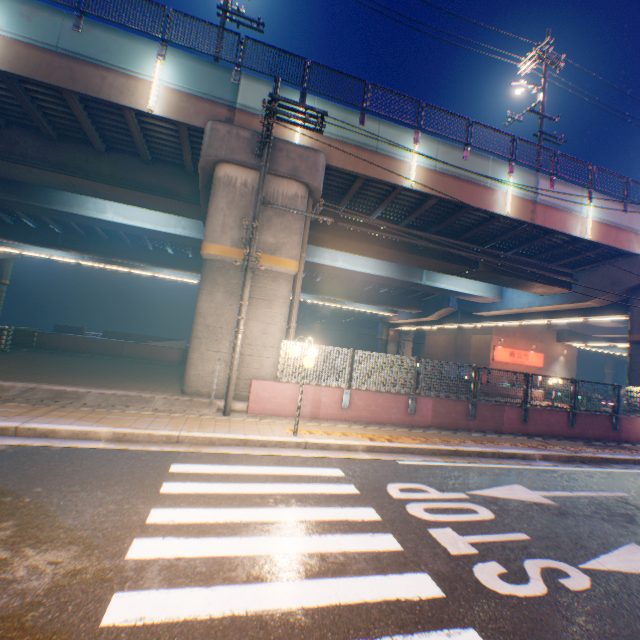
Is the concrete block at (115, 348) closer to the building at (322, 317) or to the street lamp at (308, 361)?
the building at (322, 317)

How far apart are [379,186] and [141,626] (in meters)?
14.84

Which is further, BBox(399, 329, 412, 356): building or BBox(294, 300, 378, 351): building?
BBox(399, 329, 412, 356): building

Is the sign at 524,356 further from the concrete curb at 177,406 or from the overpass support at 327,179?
the concrete curb at 177,406

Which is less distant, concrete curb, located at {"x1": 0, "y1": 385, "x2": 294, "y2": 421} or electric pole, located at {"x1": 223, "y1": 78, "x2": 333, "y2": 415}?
concrete curb, located at {"x1": 0, "y1": 385, "x2": 294, "y2": 421}

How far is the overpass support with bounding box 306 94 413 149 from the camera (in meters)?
12.57

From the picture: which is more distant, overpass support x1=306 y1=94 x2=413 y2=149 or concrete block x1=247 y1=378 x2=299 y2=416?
overpass support x1=306 y1=94 x2=413 y2=149

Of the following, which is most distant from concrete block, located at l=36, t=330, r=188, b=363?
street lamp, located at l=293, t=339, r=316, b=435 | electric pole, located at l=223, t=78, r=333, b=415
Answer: street lamp, located at l=293, t=339, r=316, b=435
